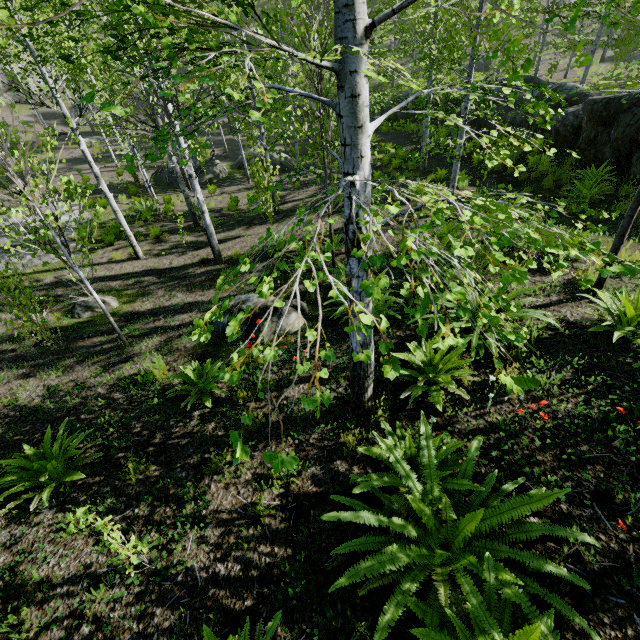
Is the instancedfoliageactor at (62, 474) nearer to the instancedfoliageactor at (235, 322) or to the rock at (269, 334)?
the instancedfoliageactor at (235, 322)

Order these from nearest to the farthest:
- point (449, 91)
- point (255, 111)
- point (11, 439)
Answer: point (255, 111) → point (11, 439) → point (449, 91)

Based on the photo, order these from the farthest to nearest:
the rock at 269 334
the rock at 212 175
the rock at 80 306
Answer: the rock at 212 175
the rock at 80 306
the rock at 269 334

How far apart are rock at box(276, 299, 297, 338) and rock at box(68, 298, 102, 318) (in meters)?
3.24

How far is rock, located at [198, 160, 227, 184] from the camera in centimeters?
1947cm

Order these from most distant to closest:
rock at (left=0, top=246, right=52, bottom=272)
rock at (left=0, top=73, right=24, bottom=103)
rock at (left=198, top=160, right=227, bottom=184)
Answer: rock at (left=0, top=73, right=24, bottom=103)
rock at (left=198, top=160, right=227, bottom=184)
rock at (left=0, top=246, right=52, bottom=272)

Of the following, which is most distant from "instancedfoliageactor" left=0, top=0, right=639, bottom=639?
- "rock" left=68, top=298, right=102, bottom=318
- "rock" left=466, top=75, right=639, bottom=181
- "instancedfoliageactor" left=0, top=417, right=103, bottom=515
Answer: "rock" left=68, top=298, right=102, bottom=318
